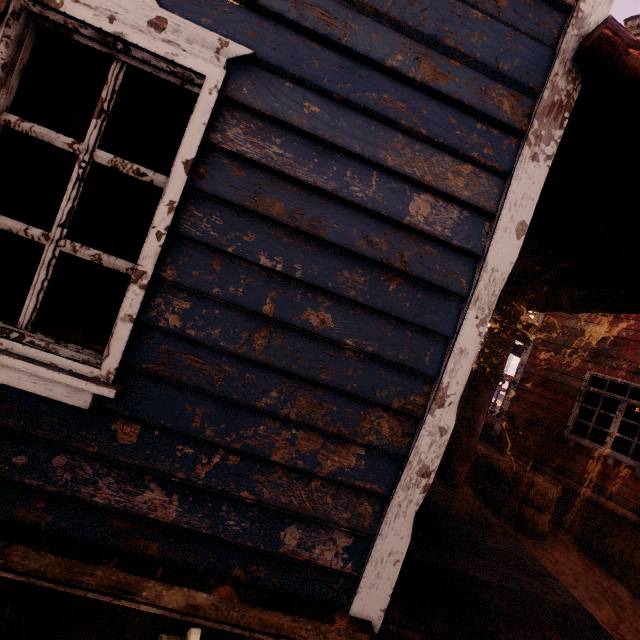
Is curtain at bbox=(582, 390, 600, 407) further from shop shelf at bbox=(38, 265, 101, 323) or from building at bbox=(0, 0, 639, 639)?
shop shelf at bbox=(38, 265, 101, 323)

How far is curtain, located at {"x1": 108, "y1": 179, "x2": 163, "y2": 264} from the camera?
1.6m

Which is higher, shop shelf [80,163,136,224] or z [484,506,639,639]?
shop shelf [80,163,136,224]

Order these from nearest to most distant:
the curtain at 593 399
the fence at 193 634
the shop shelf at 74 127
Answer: the fence at 193 634
the shop shelf at 74 127
the curtain at 593 399

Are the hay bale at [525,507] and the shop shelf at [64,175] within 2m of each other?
A: no

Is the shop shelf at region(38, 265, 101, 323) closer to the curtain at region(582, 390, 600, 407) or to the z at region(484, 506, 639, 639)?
the z at region(484, 506, 639, 639)

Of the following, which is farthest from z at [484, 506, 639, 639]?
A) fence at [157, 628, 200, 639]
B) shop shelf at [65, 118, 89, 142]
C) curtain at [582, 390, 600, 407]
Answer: shop shelf at [65, 118, 89, 142]

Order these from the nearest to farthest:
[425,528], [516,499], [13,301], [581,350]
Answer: [425,528]
[13,301]
[516,499]
[581,350]
